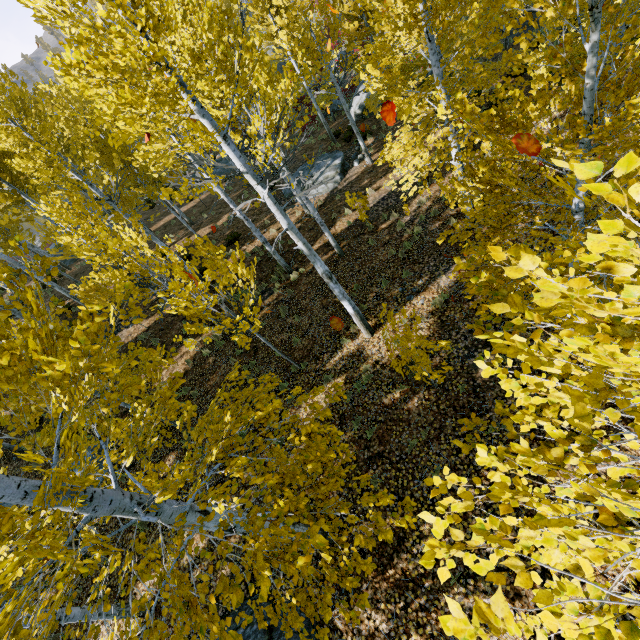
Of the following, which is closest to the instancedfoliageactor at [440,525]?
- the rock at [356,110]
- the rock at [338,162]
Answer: the rock at [338,162]

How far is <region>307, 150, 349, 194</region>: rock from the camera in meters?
16.0

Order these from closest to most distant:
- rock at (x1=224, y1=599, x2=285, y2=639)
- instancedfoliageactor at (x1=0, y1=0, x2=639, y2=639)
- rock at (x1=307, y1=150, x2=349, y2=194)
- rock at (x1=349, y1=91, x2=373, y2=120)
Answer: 1. instancedfoliageactor at (x1=0, y1=0, x2=639, y2=639)
2. rock at (x1=224, y1=599, x2=285, y2=639)
3. rock at (x1=307, y1=150, x2=349, y2=194)
4. rock at (x1=349, y1=91, x2=373, y2=120)

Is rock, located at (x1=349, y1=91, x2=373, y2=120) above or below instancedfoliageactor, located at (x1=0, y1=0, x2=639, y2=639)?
below

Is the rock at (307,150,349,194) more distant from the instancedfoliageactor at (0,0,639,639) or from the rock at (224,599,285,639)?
the rock at (224,599,285,639)

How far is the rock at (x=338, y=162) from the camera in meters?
16.0

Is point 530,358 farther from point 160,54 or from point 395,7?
point 395,7

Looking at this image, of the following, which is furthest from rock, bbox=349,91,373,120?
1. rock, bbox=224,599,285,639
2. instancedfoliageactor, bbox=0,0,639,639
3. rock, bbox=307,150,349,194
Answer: rock, bbox=224,599,285,639
